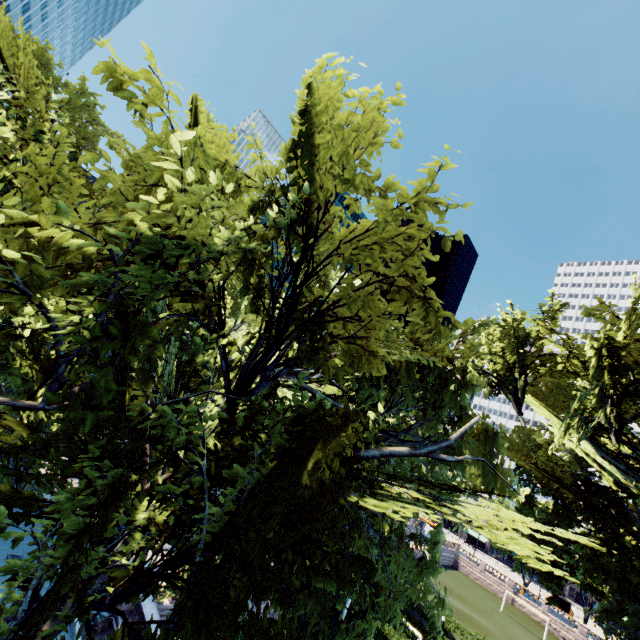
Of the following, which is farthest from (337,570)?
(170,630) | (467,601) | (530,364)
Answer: (467,601)
